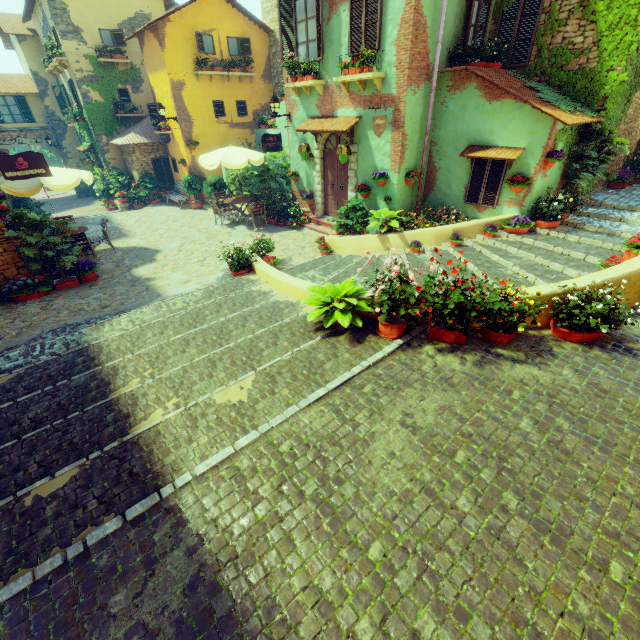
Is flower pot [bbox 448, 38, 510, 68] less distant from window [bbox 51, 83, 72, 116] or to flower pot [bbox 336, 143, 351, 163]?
window [bbox 51, 83, 72, 116]

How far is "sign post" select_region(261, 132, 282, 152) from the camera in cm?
1149

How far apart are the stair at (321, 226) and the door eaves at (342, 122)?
2.5m

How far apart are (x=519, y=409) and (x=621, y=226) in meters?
7.3 m

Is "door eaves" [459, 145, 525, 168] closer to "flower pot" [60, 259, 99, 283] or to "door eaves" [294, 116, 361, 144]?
"door eaves" [294, 116, 361, 144]

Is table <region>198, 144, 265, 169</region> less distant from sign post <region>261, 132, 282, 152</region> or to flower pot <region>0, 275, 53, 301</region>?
sign post <region>261, 132, 282, 152</region>

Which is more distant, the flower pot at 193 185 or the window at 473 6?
the flower pot at 193 185

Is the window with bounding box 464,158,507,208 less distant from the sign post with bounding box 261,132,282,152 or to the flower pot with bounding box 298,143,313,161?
the sign post with bounding box 261,132,282,152
